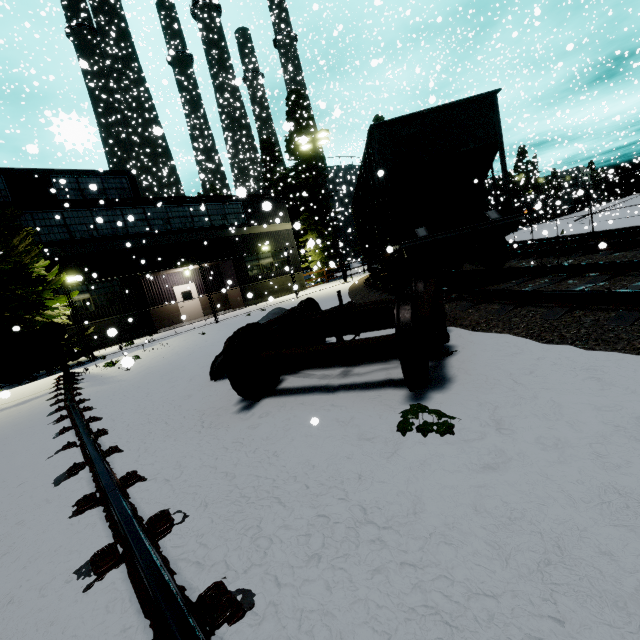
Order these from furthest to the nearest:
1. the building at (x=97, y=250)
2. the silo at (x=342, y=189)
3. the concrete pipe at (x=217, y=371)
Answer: the silo at (x=342, y=189)
the building at (x=97, y=250)
the concrete pipe at (x=217, y=371)

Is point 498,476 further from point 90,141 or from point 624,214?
point 624,214

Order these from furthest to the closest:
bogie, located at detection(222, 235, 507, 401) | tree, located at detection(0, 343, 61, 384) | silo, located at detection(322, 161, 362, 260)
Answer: silo, located at detection(322, 161, 362, 260) < tree, located at detection(0, 343, 61, 384) < bogie, located at detection(222, 235, 507, 401)

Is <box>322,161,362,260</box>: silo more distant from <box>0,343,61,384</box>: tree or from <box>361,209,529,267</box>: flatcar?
<box>0,343,61,384</box>: tree

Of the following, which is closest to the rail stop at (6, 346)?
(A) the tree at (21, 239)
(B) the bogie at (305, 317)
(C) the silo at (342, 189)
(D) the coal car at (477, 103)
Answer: (B) the bogie at (305, 317)

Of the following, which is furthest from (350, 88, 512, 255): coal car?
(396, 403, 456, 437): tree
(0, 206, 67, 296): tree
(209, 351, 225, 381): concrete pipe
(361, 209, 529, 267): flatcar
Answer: (0, 206, 67, 296): tree

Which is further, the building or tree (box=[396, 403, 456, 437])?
the building

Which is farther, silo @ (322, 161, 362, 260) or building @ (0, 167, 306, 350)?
silo @ (322, 161, 362, 260)
